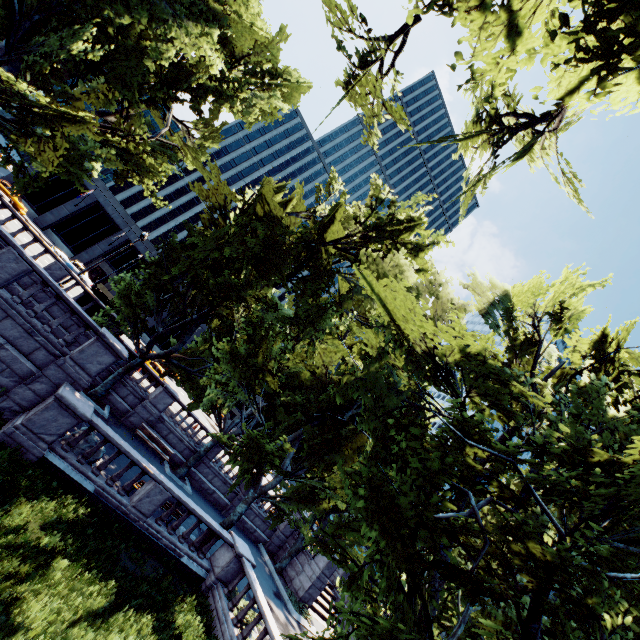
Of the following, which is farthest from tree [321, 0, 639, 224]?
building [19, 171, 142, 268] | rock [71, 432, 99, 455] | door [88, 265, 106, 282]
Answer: door [88, 265, 106, 282]

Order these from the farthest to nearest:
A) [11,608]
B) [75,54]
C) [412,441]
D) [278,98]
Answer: [278,98] → [75,54] → [11,608] → [412,441]

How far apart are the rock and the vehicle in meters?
29.6

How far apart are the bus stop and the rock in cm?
1214

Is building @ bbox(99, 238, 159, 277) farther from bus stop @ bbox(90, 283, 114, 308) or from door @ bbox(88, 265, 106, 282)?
bus stop @ bbox(90, 283, 114, 308)

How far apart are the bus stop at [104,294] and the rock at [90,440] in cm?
1214

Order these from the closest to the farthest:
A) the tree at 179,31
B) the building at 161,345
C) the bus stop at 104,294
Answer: the tree at 179,31, the bus stop at 104,294, the building at 161,345

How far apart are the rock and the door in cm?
4006
